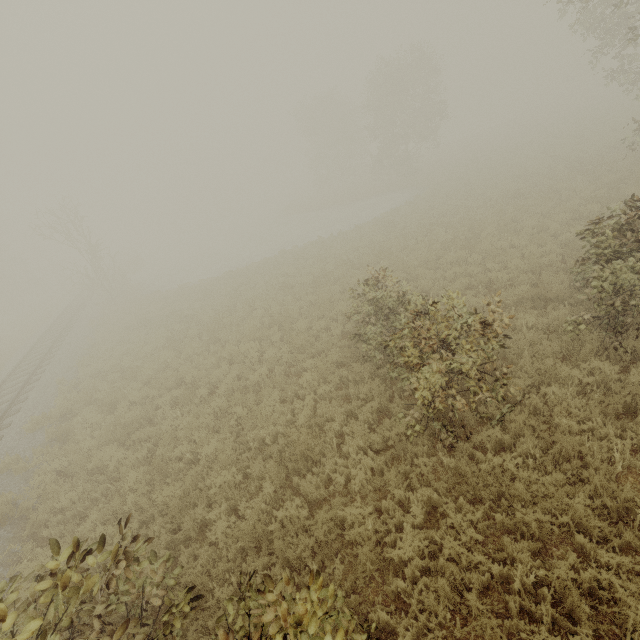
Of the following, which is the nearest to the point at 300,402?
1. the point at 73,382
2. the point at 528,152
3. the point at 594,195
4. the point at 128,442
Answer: the point at 128,442

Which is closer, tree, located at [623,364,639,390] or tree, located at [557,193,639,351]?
tree, located at [623,364,639,390]

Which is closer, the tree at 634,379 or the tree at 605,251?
the tree at 634,379

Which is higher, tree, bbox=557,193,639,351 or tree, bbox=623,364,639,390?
tree, bbox=557,193,639,351

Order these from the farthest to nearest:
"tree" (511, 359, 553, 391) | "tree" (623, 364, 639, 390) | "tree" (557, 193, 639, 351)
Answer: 1. "tree" (511, 359, 553, 391)
2. "tree" (557, 193, 639, 351)
3. "tree" (623, 364, 639, 390)

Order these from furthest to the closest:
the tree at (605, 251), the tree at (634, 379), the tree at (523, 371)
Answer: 1. the tree at (523, 371)
2. the tree at (605, 251)
3. the tree at (634, 379)

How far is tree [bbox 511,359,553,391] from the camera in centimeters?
653cm
